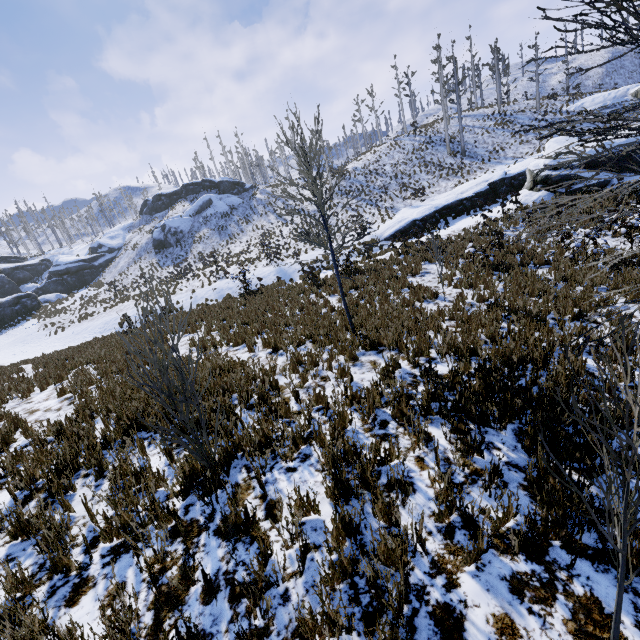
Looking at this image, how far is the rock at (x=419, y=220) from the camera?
18.6m

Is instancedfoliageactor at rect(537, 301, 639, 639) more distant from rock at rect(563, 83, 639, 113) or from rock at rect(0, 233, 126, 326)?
rock at rect(563, 83, 639, 113)

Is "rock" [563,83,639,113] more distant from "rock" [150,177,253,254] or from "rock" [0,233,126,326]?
"rock" [0,233,126,326]

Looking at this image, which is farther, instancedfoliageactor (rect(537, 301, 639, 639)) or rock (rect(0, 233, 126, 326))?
rock (rect(0, 233, 126, 326))

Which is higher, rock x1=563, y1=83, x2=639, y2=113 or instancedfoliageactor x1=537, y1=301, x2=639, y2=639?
rock x1=563, y1=83, x2=639, y2=113

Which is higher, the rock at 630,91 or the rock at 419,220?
the rock at 630,91

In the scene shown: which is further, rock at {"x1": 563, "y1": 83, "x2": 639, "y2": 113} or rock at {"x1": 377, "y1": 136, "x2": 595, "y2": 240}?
rock at {"x1": 563, "y1": 83, "x2": 639, "y2": 113}

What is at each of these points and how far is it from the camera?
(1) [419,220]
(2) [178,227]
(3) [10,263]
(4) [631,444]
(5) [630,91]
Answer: (1) rock, 23.4m
(2) rock, 45.3m
(3) rock, 54.7m
(4) instancedfoliageactor, 1.3m
(5) rock, 30.6m
